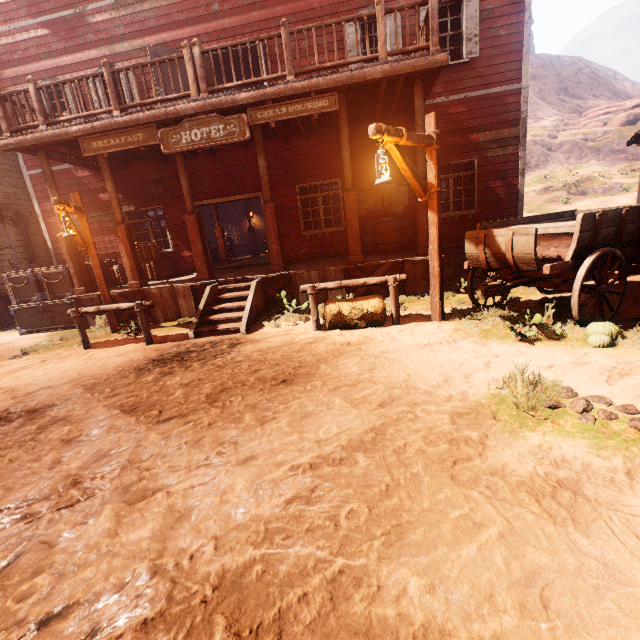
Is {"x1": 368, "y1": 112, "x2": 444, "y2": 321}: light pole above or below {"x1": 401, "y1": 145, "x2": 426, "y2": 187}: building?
below

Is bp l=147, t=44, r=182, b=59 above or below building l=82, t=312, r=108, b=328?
above

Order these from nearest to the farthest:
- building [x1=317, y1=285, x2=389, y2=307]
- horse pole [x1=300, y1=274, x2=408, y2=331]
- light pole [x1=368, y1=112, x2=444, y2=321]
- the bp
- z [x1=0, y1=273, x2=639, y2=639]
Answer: z [x1=0, y1=273, x2=639, y2=639] → light pole [x1=368, y1=112, x2=444, y2=321] → horse pole [x1=300, y1=274, x2=408, y2=331] → building [x1=317, y1=285, x2=389, y2=307] → the bp

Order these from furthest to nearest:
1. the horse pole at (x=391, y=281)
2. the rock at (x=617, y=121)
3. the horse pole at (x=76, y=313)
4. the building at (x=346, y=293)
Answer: the rock at (x=617, y=121) → the building at (x=346, y=293) → the horse pole at (x=76, y=313) → the horse pole at (x=391, y=281)

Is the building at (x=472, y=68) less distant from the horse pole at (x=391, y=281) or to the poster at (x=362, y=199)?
the poster at (x=362, y=199)

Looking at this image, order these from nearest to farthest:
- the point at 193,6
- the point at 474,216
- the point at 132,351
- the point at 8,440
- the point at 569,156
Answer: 1. the point at 8,440
2. the point at 132,351
3. the point at 193,6
4. the point at 474,216
5. the point at 569,156

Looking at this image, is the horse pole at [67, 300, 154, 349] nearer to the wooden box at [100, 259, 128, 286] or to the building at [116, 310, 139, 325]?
the building at [116, 310, 139, 325]

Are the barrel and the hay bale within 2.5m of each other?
no
